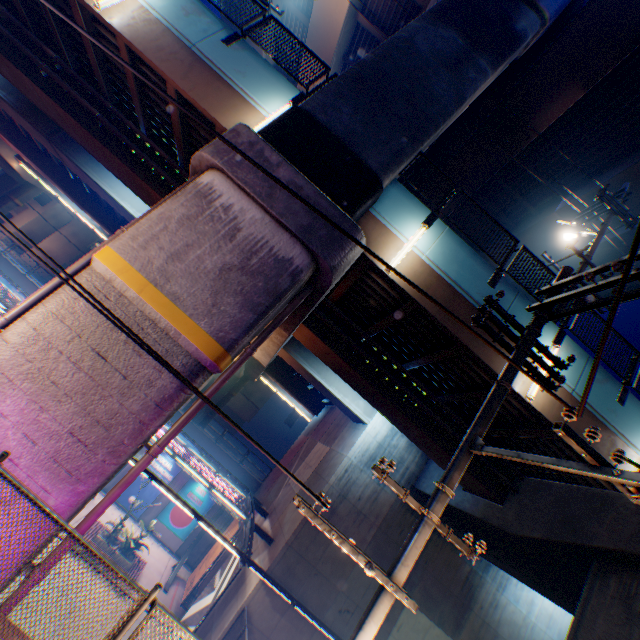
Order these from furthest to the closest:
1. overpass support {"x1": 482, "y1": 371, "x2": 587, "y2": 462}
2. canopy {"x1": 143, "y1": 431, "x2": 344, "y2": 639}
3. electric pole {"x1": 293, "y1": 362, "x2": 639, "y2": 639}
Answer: canopy {"x1": 143, "y1": 431, "x2": 344, "y2": 639} < overpass support {"x1": 482, "y1": 371, "x2": 587, "y2": 462} < electric pole {"x1": 293, "y1": 362, "x2": 639, "y2": 639}

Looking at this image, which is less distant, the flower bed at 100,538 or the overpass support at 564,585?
the overpass support at 564,585

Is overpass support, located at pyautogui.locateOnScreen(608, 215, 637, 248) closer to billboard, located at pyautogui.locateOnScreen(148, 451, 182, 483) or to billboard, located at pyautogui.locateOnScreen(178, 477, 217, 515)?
billboard, located at pyautogui.locateOnScreen(148, 451, 182, 483)

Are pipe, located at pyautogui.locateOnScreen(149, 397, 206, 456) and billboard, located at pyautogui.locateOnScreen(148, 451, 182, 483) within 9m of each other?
no

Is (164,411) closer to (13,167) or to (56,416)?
(56,416)

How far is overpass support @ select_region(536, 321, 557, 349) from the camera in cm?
905

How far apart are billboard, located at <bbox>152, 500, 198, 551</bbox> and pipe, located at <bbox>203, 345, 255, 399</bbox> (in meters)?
20.33

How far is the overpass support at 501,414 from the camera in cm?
856
